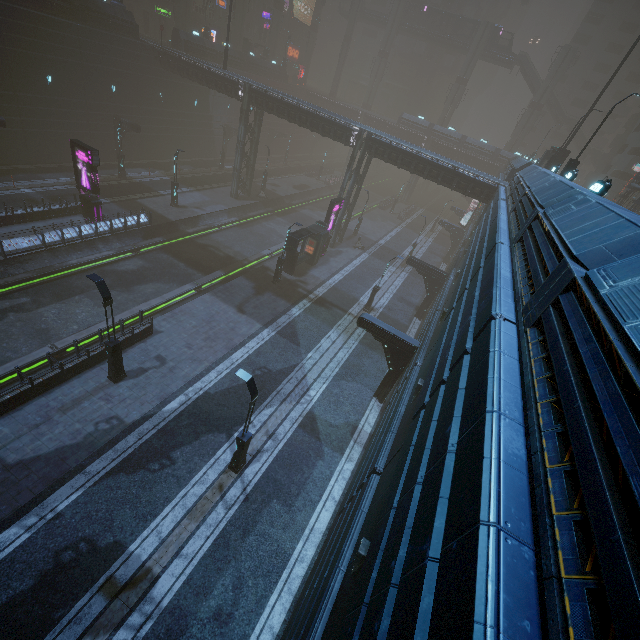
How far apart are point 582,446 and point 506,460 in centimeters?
73cm

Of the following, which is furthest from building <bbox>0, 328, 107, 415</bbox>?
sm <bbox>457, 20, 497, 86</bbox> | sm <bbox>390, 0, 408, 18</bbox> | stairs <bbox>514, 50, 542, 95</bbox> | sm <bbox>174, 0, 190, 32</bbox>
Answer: sm <bbox>457, 20, 497, 86</bbox>

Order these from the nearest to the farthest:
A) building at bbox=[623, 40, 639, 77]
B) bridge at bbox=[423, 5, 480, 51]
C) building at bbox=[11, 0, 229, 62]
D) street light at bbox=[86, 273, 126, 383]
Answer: street light at bbox=[86, 273, 126, 383] < building at bbox=[11, 0, 229, 62] < bridge at bbox=[423, 5, 480, 51] < building at bbox=[623, 40, 639, 77]

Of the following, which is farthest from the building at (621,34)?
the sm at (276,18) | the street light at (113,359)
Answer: the street light at (113,359)

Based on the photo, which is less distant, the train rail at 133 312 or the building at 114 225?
the train rail at 133 312

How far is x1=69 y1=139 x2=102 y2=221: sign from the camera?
22.6m

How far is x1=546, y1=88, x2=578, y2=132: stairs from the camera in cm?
5672

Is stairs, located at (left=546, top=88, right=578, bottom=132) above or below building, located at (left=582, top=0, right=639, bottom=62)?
below
